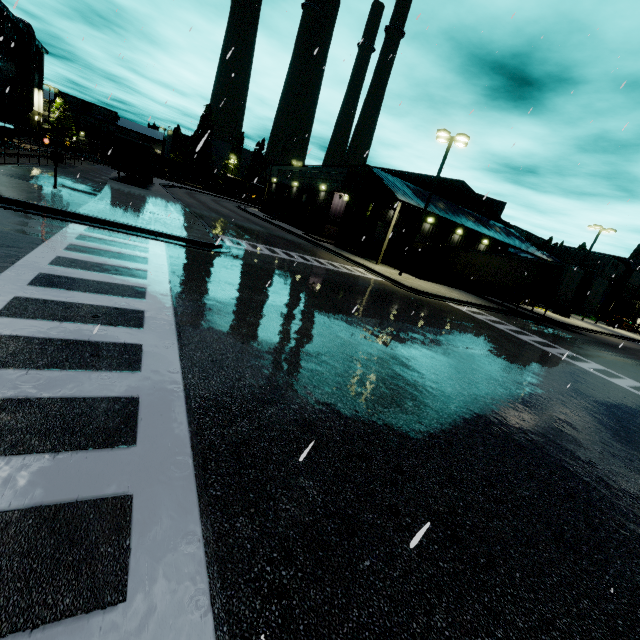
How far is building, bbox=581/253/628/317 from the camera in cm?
5269

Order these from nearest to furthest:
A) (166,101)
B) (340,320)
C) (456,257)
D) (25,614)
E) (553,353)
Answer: (25,614) < (166,101) < (340,320) < (553,353) < (456,257)

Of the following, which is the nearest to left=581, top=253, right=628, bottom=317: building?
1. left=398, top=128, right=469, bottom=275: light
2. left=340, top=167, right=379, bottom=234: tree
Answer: left=340, top=167, right=379, bottom=234: tree

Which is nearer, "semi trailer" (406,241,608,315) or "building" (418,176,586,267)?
"semi trailer" (406,241,608,315)

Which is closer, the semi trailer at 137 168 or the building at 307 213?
the semi trailer at 137 168

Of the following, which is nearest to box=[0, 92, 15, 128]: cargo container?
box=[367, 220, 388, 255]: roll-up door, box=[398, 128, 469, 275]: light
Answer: box=[367, 220, 388, 255]: roll-up door

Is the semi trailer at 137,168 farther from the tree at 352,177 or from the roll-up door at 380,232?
the roll-up door at 380,232

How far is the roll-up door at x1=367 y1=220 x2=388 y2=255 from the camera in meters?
33.0
